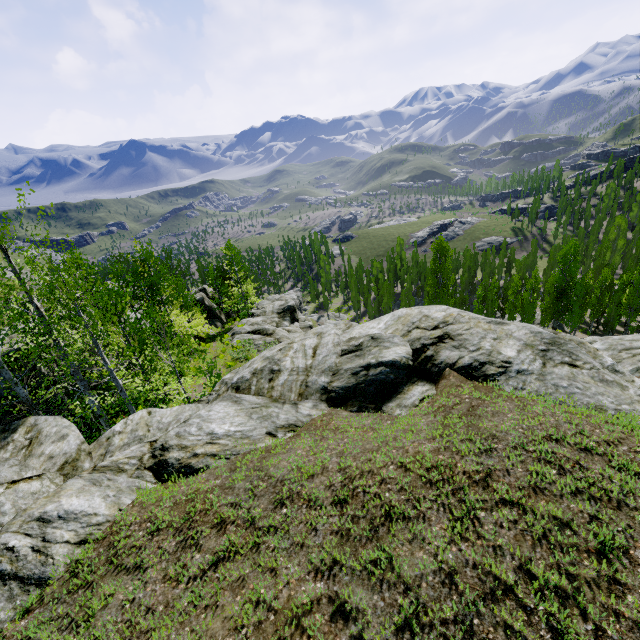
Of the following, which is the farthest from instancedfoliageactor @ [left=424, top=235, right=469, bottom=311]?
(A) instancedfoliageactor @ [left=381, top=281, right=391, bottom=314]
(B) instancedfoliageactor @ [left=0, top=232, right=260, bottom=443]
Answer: (B) instancedfoliageactor @ [left=0, top=232, right=260, bottom=443]

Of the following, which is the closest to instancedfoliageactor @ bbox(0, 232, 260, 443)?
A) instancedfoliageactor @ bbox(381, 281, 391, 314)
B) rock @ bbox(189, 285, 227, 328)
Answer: rock @ bbox(189, 285, 227, 328)

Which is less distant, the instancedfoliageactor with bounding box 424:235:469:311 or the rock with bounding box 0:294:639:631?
the rock with bounding box 0:294:639:631

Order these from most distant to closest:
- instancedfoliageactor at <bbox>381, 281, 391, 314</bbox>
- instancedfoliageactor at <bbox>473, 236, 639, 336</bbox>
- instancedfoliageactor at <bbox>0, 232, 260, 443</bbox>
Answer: instancedfoliageactor at <bbox>381, 281, 391, 314</bbox> → instancedfoliageactor at <bbox>473, 236, 639, 336</bbox> → instancedfoliageactor at <bbox>0, 232, 260, 443</bbox>

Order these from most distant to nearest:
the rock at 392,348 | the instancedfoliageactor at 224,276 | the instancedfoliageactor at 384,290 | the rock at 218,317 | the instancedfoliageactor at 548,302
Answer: the instancedfoliageactor at 384,290, the rock at 218,317, the instancedfoliageactor at 548,302, the instancedfoliageactor at 224,276, the rock at 392,348

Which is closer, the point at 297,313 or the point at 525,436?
the point at 525,436

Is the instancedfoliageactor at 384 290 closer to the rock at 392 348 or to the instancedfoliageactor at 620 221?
the instancedfoliageactor at 620 221

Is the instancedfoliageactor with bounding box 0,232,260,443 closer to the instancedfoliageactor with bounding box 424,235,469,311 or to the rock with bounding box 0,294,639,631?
the rock with bounding box 0,294,639,631
